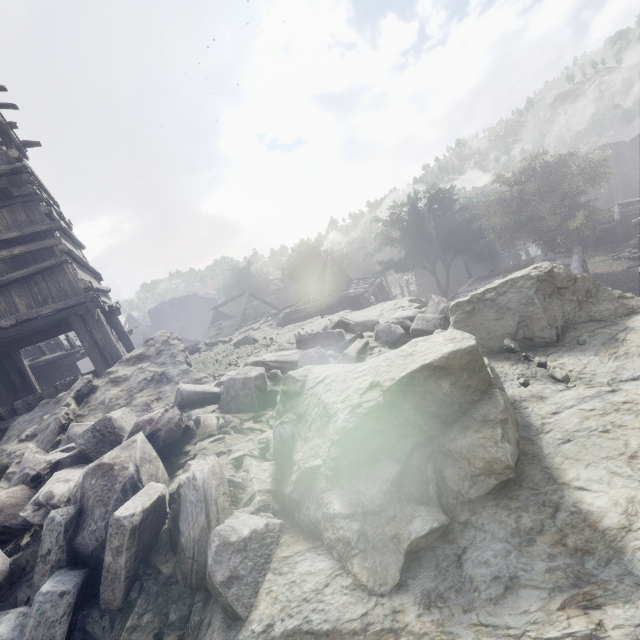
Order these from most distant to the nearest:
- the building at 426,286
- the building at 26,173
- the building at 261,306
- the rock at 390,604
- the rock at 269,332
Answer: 1. the building at 426,286
2. the building at 261,306
3. the building at 26,173
4. the rock at 269,332
5. the rock at 390,604

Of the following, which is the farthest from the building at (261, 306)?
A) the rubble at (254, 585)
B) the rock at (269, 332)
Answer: the rubble at (254, 585)

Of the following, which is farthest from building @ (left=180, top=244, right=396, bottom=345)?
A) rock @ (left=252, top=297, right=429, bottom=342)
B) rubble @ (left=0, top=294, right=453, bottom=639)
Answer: rubble @ (left=0, top=294, right=453, bottom=639)

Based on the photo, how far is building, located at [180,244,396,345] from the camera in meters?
25.4 m

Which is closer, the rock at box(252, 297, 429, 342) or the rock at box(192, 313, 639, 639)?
the rock at box(192, 313, 639, 639)

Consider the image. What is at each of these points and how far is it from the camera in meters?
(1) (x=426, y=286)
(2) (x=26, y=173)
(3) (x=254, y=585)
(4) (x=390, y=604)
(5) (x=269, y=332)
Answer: (1) building, 44.9
(2) building, 7.7
(3) rubble, 1.5
(4) rock, 1.2
(5) rock, 13.0

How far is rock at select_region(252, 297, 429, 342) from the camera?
6.88m

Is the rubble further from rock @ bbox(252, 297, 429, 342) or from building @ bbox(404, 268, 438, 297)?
building @ bbox(404, 268, 438, 297)
